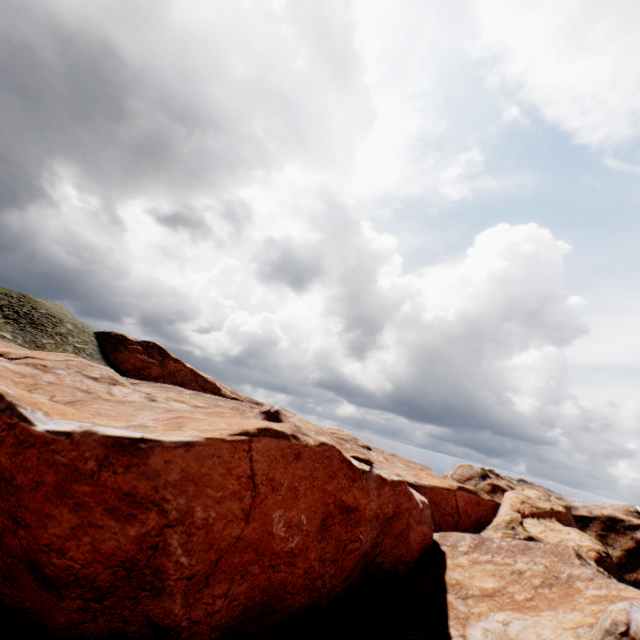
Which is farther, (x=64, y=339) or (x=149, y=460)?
(x=64, y=339)
